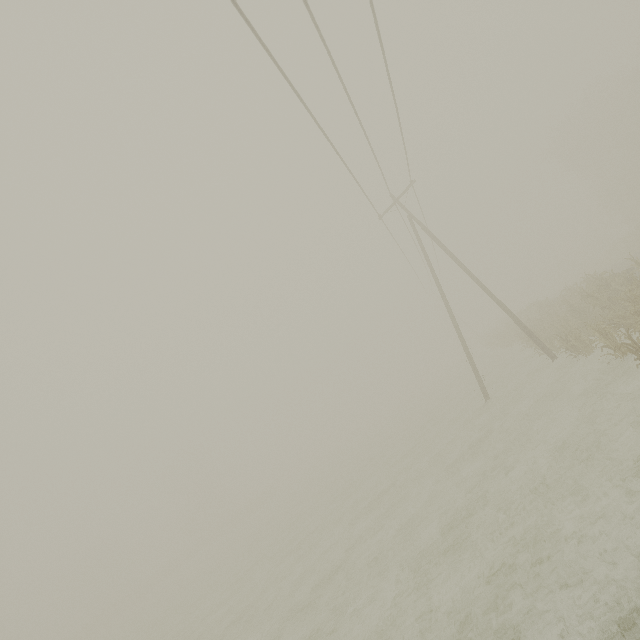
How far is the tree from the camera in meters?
23.2 m

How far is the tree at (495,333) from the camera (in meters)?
23.17

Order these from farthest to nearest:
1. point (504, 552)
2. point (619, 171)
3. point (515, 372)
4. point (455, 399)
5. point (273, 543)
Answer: point (619, 171) < point (455, 399) < point (273, 543) < point (515, 372) < point (504, 552)
